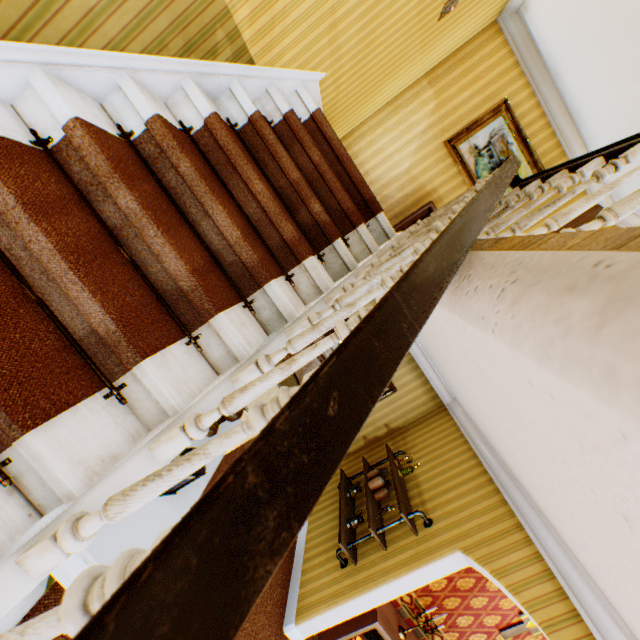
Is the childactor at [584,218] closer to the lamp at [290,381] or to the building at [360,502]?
the building at [360,502]

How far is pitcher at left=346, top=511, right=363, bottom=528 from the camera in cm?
426

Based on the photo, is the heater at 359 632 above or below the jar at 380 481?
below

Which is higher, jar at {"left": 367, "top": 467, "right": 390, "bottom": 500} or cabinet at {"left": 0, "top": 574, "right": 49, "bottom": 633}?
jar at {"left": 367, "top": 467, "right": 390, "bottom": 500}

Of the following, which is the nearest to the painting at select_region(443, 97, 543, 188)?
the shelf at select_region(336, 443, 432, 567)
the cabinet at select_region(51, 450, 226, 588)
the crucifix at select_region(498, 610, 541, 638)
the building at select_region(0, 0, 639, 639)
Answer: the building at select_region(0, 0, 639, 639)

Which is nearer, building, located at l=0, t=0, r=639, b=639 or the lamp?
building, located at l=0, t=0, r=639, b=639

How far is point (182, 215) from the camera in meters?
1.8 m

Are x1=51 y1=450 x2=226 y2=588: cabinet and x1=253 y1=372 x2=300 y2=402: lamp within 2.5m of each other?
yes
